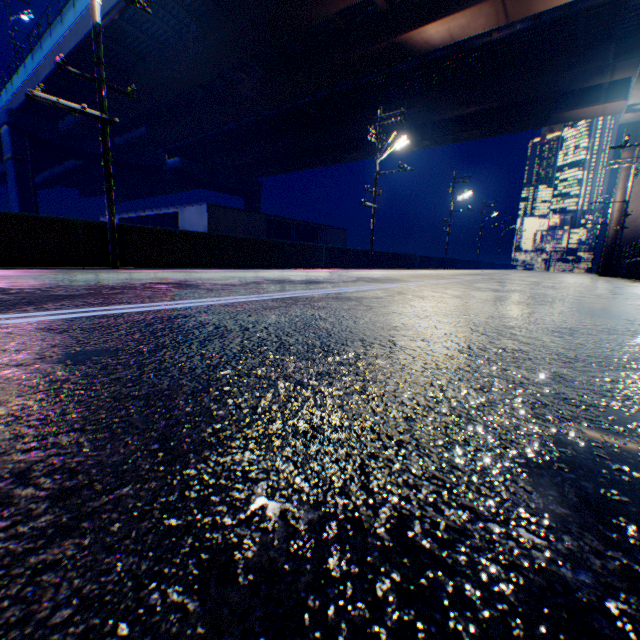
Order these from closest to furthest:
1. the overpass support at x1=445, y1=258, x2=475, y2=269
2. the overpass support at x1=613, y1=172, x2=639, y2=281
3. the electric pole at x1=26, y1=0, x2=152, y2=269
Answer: the electric pole at x1=26, y1=0, x2=152, y2=269 → the overpass support at x1=613, y1=172, x2=639, y2=281 → the overpass support at x1=445, y1=258, x2=475, y2=269

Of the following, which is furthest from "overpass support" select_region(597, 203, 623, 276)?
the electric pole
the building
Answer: the building

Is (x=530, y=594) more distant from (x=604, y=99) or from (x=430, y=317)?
(x=604, y=99)

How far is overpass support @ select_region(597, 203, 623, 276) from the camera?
29.4 meters

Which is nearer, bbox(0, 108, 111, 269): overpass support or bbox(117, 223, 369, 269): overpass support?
bbox(0, 108, 111, 269): overpass support

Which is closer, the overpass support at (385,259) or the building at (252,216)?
the overpass support at (385,259)

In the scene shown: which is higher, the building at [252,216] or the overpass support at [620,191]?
the overpass support at [620,191]
